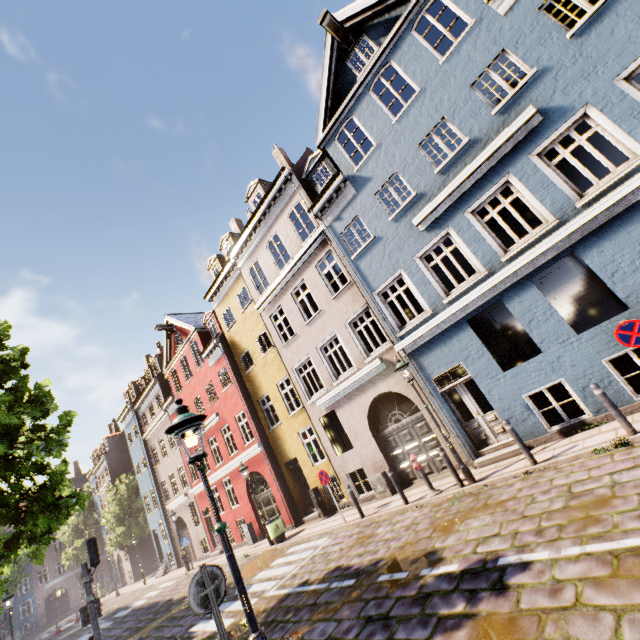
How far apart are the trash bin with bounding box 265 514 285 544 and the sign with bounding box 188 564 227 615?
11.2m

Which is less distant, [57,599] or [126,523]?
[126,523]

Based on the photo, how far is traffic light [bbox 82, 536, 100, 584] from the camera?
9.2m

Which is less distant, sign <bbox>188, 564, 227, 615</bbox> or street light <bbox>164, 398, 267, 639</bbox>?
street light <bbox>164, 398, 267, 639</bbox>

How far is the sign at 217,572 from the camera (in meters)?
4.24

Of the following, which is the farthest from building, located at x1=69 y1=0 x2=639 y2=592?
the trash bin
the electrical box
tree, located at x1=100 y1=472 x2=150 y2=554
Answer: tree, located at x1=100 y1=472 x2=150 y2=554

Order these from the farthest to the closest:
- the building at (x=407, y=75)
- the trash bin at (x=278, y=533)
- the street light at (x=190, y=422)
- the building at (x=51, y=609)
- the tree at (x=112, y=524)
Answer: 1. the building at (x=51, y=609)
2. the tree at (x=112, y=524)
3. the trash bin at (x=278, y=533)
4. the building at (x=407, y=75)
5. the street light at (x=190, y=422)

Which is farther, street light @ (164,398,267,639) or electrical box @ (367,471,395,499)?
electrical box @ (367,471,395,499)
